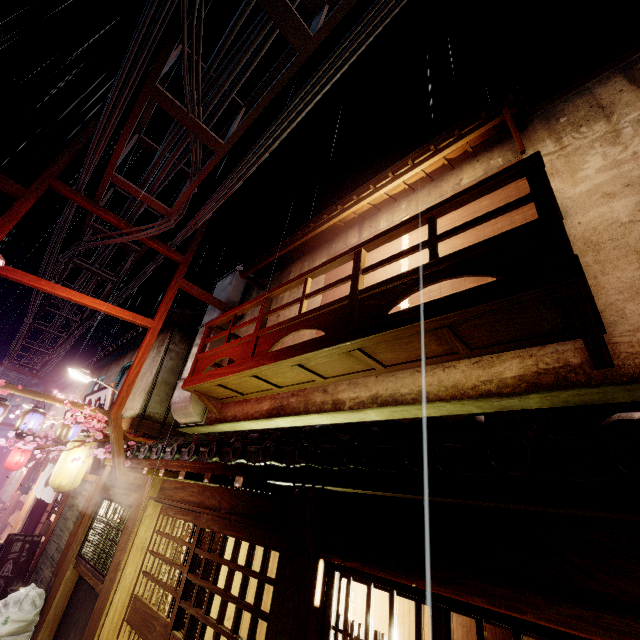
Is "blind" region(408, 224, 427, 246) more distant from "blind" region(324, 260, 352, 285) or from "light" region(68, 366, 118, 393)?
"light" region(68, 366, 118, 393)

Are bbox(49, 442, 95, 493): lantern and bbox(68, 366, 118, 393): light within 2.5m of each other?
no

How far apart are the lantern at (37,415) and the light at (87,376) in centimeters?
218cm

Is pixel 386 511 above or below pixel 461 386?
below

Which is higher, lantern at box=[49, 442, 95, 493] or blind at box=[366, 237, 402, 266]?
blind at box=[366, 237, 402, 266]

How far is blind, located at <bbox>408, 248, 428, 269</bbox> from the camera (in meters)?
8.89

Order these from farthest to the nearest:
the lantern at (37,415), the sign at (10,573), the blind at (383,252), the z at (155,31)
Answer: the lantern at (37,415), the sign at (10,573), the blind at (383,252), the z at (155,31)

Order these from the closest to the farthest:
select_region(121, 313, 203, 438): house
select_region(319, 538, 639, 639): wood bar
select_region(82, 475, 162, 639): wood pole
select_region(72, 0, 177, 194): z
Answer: select_region(319, 538, 639, 639): wood bar < select_region(72, 0, 177, 194): z < select_region(82, 475, 162, 639): wood pole < select_region(121, 313, 203, 438): house
